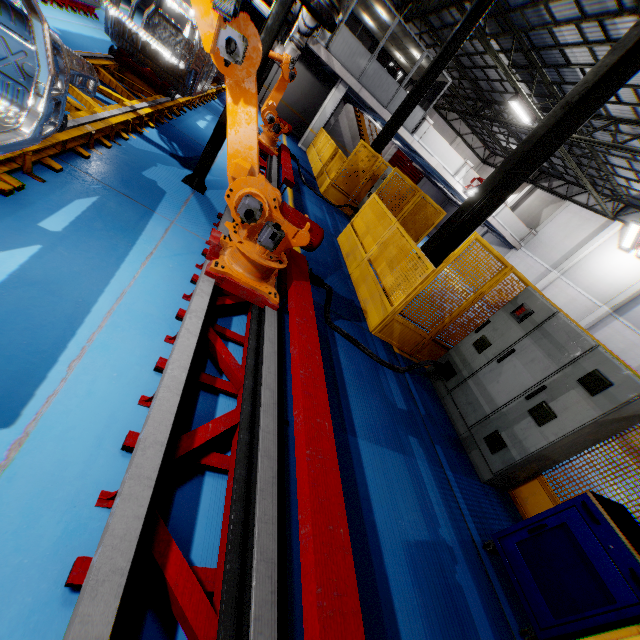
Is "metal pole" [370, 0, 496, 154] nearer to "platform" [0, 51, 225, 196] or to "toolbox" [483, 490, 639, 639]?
"platform" [0, 51, 225, 196]

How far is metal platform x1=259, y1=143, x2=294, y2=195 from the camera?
7.24m

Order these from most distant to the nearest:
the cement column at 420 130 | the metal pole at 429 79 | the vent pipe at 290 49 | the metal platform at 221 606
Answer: the cement column at 420 130, the metal pole at 429 79, the vent pipe at 290 49, the metal platform at 221 606

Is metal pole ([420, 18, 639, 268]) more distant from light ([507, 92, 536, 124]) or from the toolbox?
light ([507, 92, 536, 124])

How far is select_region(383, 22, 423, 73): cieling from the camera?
15.9m

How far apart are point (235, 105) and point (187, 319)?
1.88m

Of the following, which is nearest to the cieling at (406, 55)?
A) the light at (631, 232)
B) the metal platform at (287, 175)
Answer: the metal platform at (287, 175)

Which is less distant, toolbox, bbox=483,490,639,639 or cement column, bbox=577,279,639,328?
toolbox, bbox=483,490,639,639
